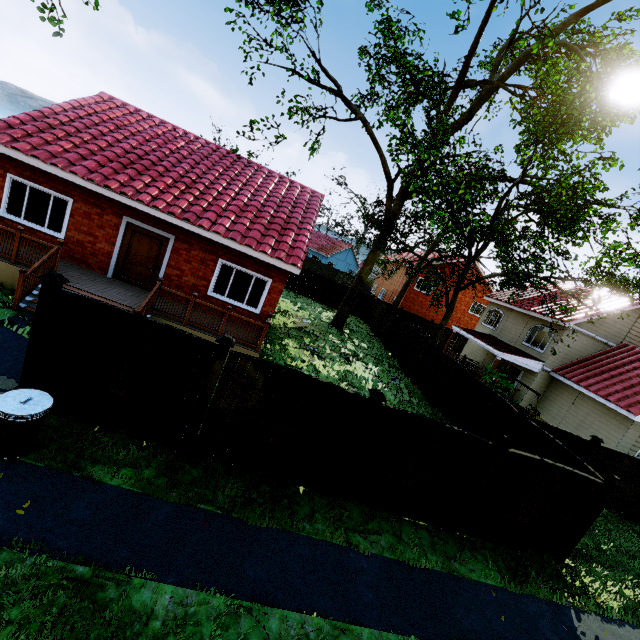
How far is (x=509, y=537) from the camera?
7.6m

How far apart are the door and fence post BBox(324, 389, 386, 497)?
8.95m

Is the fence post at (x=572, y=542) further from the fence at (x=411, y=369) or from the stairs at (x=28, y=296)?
the stairs at (x=28, y=296)

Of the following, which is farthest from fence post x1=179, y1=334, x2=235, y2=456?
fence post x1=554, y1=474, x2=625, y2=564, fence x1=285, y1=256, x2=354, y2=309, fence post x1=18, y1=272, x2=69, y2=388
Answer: fence post x1=554, y1=474, x2=625, y2=564

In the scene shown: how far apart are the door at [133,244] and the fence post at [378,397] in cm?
895

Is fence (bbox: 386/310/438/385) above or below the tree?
below

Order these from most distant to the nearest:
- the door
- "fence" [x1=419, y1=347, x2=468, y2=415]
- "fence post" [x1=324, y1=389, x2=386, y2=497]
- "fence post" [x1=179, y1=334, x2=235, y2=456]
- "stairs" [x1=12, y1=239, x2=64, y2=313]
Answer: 1. "fence" [x1=419, y1=347, x2=468, y2=415]
2. the door
3. "stairs" [x1=12, y1=239, x2=64, y2=313]
4. "fence post" [x1=324, y1=389, x2=386, y2=497]
5. "fence post" [x1=179, y1=334, x2=235, y2=456]

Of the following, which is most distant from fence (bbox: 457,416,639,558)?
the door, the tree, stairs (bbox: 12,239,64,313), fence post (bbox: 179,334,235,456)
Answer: the door
